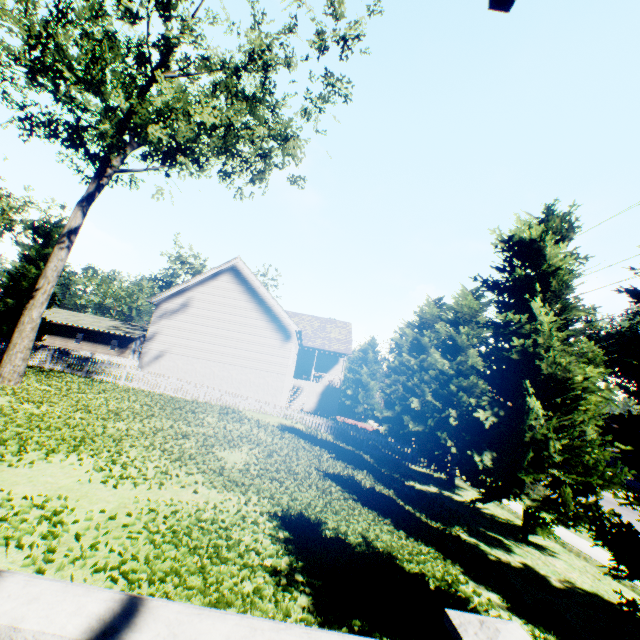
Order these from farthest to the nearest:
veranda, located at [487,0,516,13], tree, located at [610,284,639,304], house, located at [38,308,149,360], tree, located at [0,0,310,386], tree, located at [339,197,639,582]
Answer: house, located at [38,308,149,360], tree, located at [0,0,310,386], tree, located at [339,197,639,582], tree, located at [610,284,639,304], veranda, located at [487,0,516,13]

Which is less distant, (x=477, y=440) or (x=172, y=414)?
(x=477, y=440)

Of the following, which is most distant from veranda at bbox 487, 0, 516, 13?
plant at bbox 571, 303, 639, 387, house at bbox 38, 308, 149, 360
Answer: house at bbox 38, 308, 149, 360

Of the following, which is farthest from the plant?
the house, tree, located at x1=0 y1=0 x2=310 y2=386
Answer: the house

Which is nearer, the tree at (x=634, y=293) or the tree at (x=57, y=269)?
the tree at (x=634, y=293)

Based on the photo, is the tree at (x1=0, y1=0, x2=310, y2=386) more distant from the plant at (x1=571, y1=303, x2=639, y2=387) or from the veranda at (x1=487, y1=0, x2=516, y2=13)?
the veranda at (x1=487, y1=0, x2=516, y2=13)

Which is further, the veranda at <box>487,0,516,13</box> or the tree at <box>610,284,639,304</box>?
the tree at <box>610,284,639,304</box>

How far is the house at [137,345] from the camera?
44.8 meters
